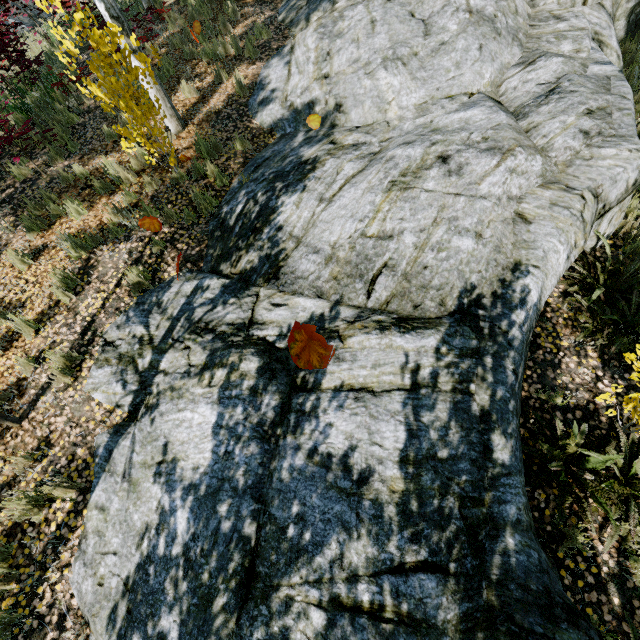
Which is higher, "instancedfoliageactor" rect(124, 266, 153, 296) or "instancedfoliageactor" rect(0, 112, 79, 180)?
"instancedfoliageactor" rect(0, 112, 79, 180)

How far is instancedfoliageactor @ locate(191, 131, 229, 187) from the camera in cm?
593

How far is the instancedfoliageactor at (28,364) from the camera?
4.4 meters

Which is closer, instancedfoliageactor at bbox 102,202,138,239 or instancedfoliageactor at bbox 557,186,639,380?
instancedfoliageactor at bbox 557,186,639,380

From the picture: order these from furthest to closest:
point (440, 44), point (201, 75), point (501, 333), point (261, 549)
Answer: point (201, 75) < point (440, 44) < point (501, 333) < point (261, 549)
